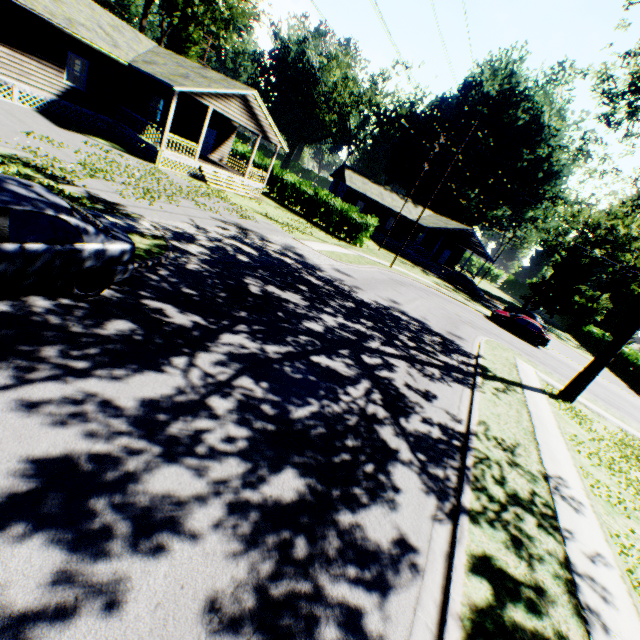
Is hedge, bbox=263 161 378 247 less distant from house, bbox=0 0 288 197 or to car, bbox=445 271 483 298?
house, bbox=0 0 288 197

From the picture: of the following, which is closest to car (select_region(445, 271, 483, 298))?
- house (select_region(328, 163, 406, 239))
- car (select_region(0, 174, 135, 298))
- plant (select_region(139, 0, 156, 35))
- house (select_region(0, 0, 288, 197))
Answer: house (select_region(328, 163, 406, 239))

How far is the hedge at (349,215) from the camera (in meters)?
28.78

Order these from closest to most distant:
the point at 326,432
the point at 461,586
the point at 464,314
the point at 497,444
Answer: the point at 461,586 → the point at 326,432 → the point at 497,444 → the point at 464,314

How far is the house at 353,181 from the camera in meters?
40.7 m

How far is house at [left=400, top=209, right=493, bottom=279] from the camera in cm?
3984

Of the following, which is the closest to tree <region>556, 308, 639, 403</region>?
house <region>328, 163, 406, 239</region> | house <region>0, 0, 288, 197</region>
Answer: house <region>0, 0, 288, 197</region>
